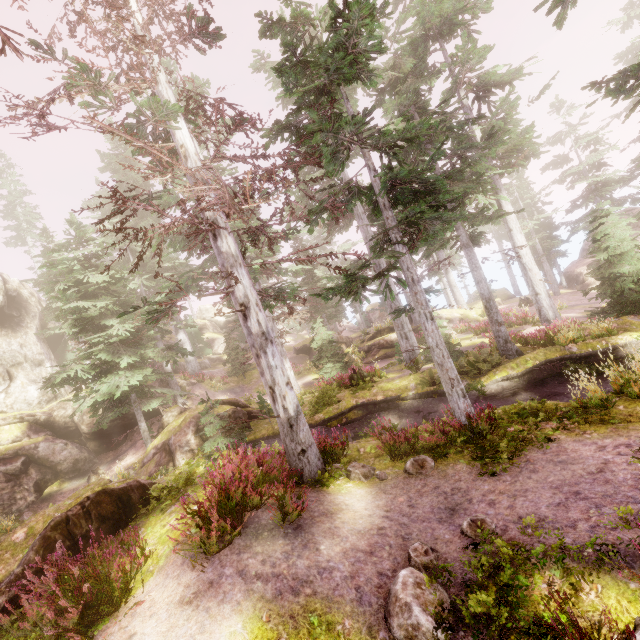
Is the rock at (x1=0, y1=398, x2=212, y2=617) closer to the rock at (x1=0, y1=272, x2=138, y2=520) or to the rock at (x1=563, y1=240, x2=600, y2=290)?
the rock at (x1=0, y1=272, x2=138, y2=520)

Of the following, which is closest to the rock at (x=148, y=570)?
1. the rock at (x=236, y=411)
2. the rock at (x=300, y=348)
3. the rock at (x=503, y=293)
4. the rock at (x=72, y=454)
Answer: the rock at (x=72, y=454)

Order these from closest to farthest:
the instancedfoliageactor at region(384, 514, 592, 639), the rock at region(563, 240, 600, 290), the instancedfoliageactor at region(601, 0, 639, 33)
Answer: the instancedfoliageactor at region(384, 514, 592, 639) < the instancedfoliageactor at region(601, 0, 639, 33) < the rock at region(563, 240, 600, 290)

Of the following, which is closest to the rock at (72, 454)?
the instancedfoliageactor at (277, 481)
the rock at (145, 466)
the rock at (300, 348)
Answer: the instancedfoliageactor at (277, 481)

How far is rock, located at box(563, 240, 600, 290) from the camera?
33.09m

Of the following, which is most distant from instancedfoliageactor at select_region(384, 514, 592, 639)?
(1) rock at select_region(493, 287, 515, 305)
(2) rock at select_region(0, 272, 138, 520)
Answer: A: (1) rock at select_region(493, 287, 515, 305)

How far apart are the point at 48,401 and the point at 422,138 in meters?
32.5 m

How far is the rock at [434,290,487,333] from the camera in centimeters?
2894cm
